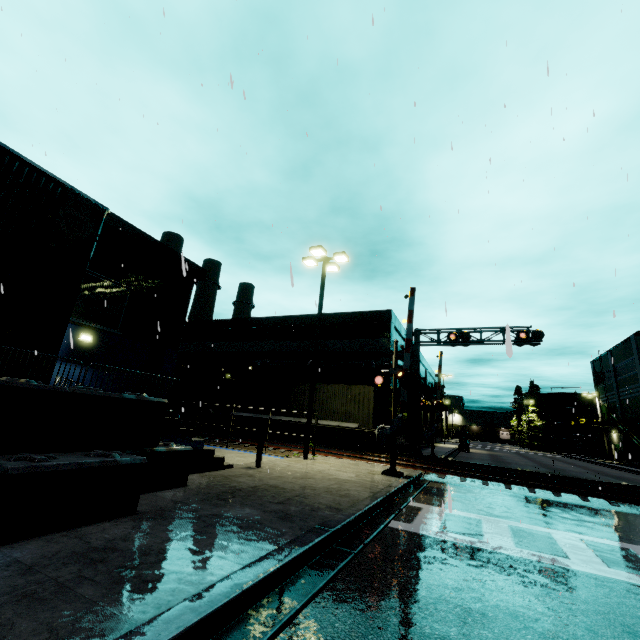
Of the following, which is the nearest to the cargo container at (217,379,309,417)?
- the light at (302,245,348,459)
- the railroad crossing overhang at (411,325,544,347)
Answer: the railroad crossing overhang at (411,325,544,347)

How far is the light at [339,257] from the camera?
14.27m

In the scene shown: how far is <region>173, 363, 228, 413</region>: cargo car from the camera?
26.0m

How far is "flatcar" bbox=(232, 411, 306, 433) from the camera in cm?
2164

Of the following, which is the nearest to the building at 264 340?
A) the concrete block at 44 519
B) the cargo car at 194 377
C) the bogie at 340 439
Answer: the concrete block at 44 519

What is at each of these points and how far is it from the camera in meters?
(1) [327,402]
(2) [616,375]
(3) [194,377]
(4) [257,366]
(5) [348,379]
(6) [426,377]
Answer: (1) cargo container, 21.4
(2) building, 43.8
(3) cargo car, 26.6
(4) pipe, 28.7
(5) building, 26.3
(6) building, 44.6

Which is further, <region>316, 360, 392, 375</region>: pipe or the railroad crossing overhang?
<region>316, 360, 392, 375</region>: pipe

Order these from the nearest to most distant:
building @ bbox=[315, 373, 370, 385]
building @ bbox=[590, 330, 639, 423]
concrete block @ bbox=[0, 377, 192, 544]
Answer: concrete block @ bbox=[0, 377, 192, 544], building @ bbox=[315, 373, 370, 385], building @ bbox=[590, 330, 639, 423]
